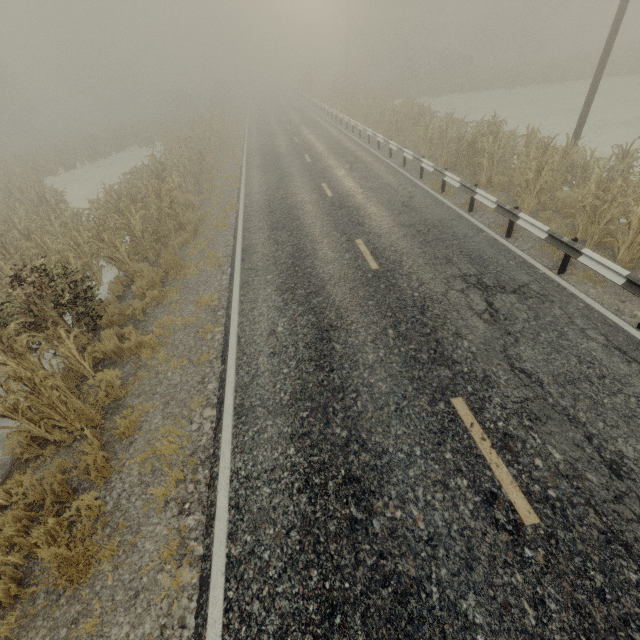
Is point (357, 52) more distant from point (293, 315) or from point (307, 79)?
point (293, 315)

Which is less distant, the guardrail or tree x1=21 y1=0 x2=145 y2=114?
the guardrail

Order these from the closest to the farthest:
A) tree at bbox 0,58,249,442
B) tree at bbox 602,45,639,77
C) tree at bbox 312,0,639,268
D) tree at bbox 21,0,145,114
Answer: tree at bbox 0,58,249,442, tree at bbox 312,0,639,268, tree at bbox 602,45,639,77, tree at bbox 21,0,145,114

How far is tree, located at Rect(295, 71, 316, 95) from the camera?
48.53m

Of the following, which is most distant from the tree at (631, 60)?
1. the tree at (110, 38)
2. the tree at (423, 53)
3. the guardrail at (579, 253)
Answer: the tree at (110, 38)

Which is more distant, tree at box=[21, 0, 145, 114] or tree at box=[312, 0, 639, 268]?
tree at box=[21, 0, 145, 114]

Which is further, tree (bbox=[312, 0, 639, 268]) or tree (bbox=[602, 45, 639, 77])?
tree (bbox=[602, 45, 639, 77])

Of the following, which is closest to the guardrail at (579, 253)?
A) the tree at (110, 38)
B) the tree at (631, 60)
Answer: the tree at (631, 60)
